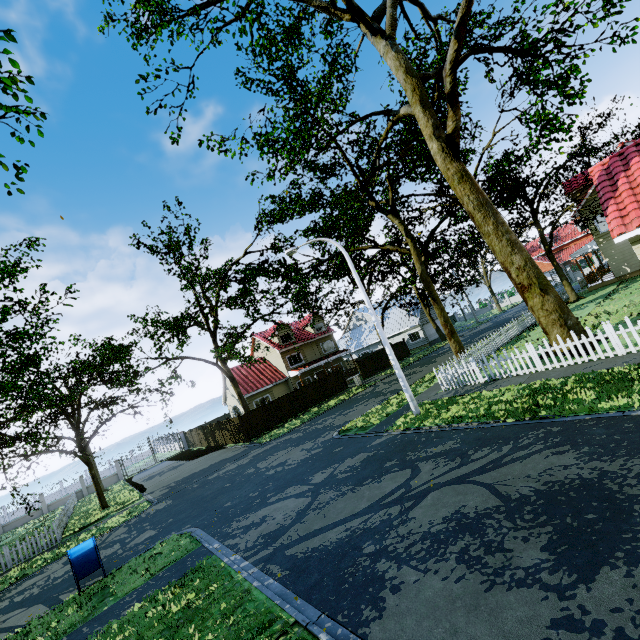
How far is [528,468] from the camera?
6.3m

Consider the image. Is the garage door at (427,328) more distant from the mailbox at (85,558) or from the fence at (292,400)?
the mailbox at (85,558)

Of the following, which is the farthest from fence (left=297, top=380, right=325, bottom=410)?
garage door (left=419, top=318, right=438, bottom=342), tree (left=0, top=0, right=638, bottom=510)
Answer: garage door (left=419, top=318, right=438, bottom=342)

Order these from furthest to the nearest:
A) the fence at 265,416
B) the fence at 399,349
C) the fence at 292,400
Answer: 1. the fence at 399,349
2. the fence at 292,400
3. the fence at 265,416

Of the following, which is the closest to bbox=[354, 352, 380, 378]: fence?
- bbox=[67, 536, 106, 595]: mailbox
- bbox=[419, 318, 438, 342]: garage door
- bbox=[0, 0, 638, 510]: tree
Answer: bbox=[0, 0, 638, 510]: tree

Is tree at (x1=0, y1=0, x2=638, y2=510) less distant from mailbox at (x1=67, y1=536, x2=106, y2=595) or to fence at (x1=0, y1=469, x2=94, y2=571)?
fence at (x1=0, y1=469, x2=94, y2=571)

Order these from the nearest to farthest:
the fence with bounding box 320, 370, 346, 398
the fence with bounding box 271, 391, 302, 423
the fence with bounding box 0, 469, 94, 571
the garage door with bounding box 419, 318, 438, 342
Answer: the fence with bounding box 0, 469, 94, 571
the fence with bounding box 271, 391, 302, 423
the fence with bounding box 320, 370, 346, 398
the garage door with bounding box 419, 318, 438, 342
